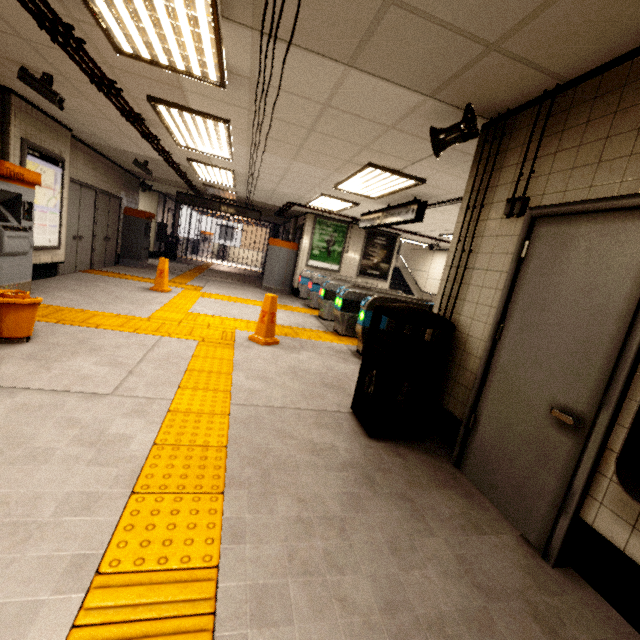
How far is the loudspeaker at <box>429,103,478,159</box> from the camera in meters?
2.8 m

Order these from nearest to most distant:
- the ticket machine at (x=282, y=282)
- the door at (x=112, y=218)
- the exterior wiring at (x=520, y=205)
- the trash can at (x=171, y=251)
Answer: the exterior wiring at (x=520, y=205) → the door at (x=112, y=218) → the ticket machine at (x=282, y=282) → the trash can at (x=171, y=251)

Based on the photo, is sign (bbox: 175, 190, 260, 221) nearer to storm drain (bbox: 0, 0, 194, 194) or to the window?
storm drain (bbox: 0, 0, 194, 194)

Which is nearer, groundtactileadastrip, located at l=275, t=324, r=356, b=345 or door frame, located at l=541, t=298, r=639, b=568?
door frame, located at l=541, t=298, r=639, b=568

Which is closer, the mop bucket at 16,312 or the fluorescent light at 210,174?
the mop bucket at 16,312

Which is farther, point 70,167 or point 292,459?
point 70,167

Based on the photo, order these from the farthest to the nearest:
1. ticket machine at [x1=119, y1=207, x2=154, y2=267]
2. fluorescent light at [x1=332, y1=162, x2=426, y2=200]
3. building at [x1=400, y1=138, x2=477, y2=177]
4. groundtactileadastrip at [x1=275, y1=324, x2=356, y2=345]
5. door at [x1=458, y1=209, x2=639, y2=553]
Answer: ticket machine at [x1=119, y1=207, x2=154, y2=267] < groundtactileadastrip at [x1=275, y1=324, x2=356, y2=345] < fluorescent light at [x1=332, y1=162, x2=426, y2=200] < building at [x1=400, y1=138, x2=477, y2=177] < door at [x1=458, y1=209, x2=639, y2=553]

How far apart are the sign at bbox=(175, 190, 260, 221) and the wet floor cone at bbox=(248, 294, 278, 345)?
8.19m
